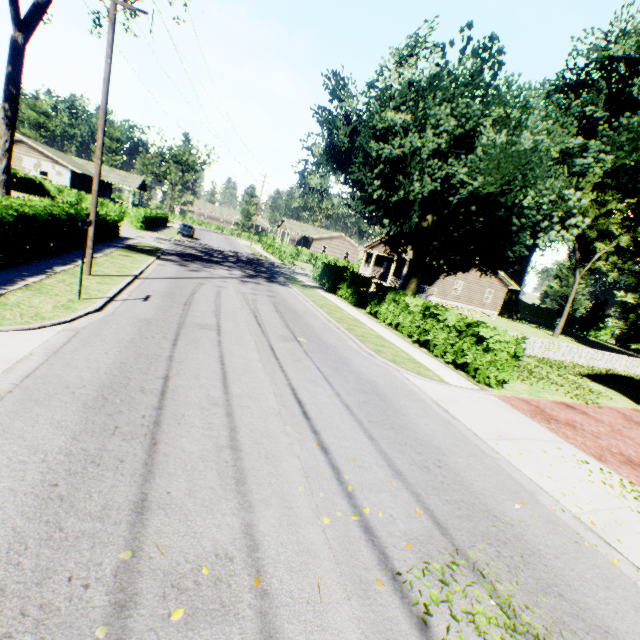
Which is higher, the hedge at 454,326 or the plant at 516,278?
the plant at 516,278

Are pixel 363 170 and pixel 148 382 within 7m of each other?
no

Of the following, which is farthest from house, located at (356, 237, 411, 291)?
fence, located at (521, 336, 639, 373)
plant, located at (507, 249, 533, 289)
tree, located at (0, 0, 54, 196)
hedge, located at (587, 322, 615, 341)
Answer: hedge, located at (587, 322, 615, 341)

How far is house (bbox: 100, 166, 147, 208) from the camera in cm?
5012

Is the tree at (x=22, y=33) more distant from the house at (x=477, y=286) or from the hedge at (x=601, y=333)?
the hedge at (x=601, y=333)

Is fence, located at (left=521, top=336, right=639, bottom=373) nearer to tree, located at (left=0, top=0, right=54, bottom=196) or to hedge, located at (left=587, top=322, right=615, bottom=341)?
tree, located at (left=0, top=0, right=54, bottom=196)

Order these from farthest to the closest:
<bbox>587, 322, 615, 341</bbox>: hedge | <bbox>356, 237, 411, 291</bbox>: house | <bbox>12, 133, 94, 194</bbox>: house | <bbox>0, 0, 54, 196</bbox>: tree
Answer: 1. <bbox>587, 322, 615, 341</bbox>: hedge
2. <bbox>12, 133, 94, 194</bbox>: house
3. <bbox>356, 237, 411, 291</bbox>: house
4. <bbox>0, 0, 54, 196</bbox>: tree

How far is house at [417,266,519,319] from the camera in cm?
3656
